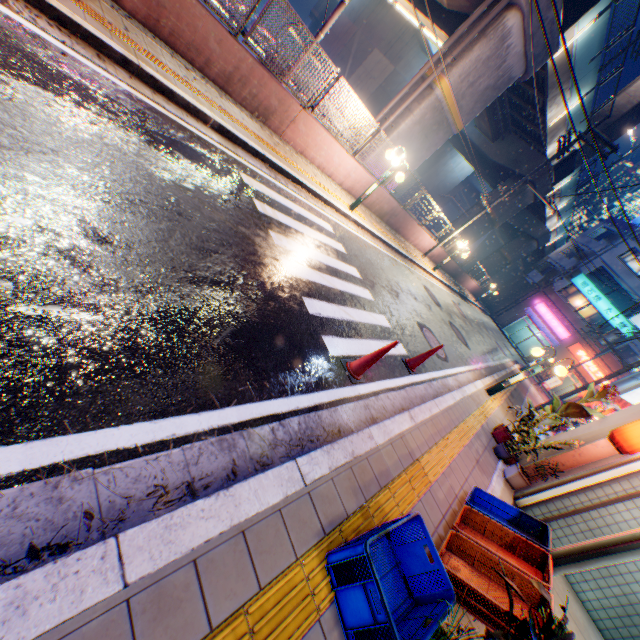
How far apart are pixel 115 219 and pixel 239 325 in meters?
1.5 m

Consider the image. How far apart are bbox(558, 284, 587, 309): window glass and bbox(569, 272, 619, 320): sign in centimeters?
46cm

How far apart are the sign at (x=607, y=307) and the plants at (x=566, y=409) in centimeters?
3494cm

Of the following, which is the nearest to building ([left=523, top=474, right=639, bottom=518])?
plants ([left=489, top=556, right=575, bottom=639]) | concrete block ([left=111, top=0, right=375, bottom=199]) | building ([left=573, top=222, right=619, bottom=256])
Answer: plants ([left=489, top=556, right=575, bottom=639])

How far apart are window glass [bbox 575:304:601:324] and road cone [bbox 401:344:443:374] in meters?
38.3 m

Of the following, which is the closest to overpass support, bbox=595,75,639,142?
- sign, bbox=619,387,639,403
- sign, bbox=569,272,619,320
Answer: sign, bbox=569,272,619,320

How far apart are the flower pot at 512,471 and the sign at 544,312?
35.7m

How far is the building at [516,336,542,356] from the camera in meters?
39.2 m
